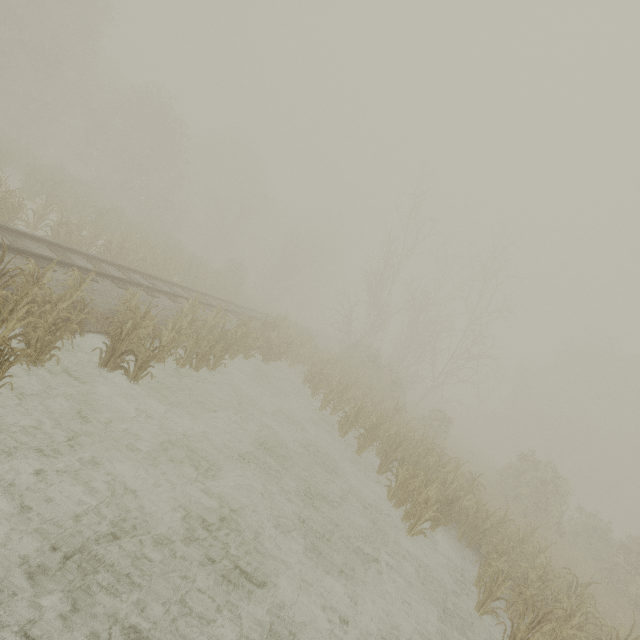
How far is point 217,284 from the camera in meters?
21.9 m
